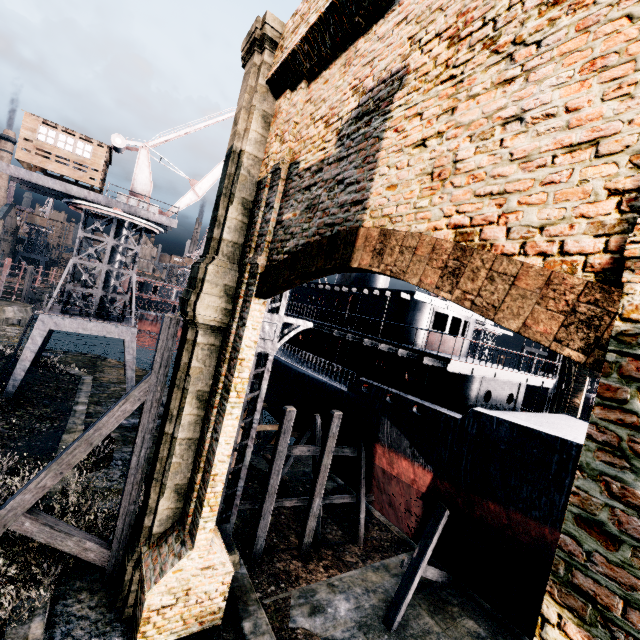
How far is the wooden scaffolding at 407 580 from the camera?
13.64m

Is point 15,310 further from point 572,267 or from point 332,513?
point 572,267

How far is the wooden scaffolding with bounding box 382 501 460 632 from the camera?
13.6m

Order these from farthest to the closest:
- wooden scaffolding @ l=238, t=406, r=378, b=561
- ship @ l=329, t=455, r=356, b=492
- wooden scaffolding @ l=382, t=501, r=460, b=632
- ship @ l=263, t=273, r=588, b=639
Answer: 1. ship @ l=329, t=455, r=356, b=492
2. wooden scaffolding @ l=238, t=406, r=378, b=561
3. wooden scaffolding @ l=382, t=501, r=460, b=632
4. ship @ l=263, t=273, r=588, b=639

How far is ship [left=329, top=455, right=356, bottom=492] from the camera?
19.3 meters

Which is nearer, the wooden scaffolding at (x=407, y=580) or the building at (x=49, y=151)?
the wooden scaffolding at (x=407, y=580)

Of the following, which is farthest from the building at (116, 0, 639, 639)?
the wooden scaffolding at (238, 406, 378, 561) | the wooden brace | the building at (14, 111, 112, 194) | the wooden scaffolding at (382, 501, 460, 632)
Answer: the wooden scaffolding at (382, 501, 460, 632)

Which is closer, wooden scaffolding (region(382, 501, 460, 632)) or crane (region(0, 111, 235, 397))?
wooden scaffolding (region(382, 501, 460, 632))
